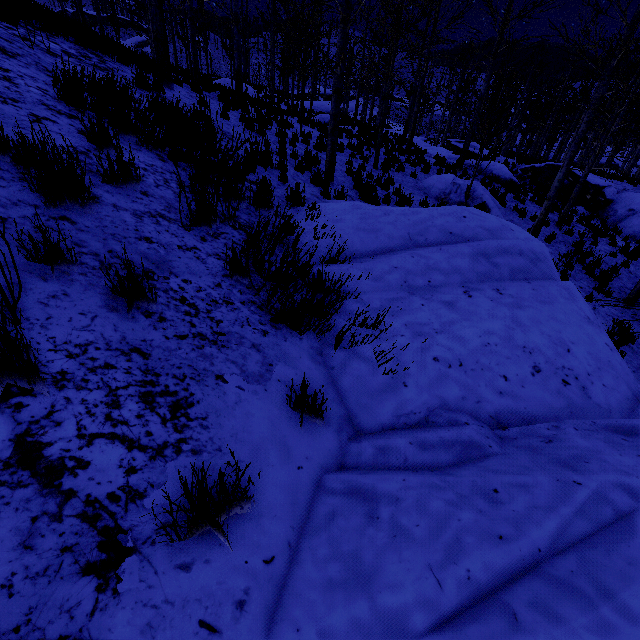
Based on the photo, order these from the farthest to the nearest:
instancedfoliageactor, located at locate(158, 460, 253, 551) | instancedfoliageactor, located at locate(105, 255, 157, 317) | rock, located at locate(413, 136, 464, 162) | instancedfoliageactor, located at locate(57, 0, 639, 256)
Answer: rock, located at locate(413, 136, 464, 162), instancedfoliageactor, located at locate(57, 0, 639, 256), instancedfoliageactor, located at locate(105, 255, 157, 317), instancedfoliageactor, located at locate(158, 460, 253, 551)

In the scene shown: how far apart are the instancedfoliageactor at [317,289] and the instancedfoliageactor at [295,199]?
2.48m

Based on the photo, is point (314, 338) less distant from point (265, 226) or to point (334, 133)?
point (265, 226)

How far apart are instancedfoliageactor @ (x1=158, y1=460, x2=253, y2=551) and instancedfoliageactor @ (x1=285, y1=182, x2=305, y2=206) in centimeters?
411cm

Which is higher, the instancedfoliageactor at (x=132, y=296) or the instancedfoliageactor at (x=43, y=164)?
the instancedfoliageactor at (x=43, y=164)

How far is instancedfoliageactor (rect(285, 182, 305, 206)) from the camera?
5.4 meters

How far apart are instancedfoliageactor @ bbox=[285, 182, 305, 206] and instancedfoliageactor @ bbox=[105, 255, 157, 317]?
3.83m

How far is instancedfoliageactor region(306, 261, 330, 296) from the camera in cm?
298
